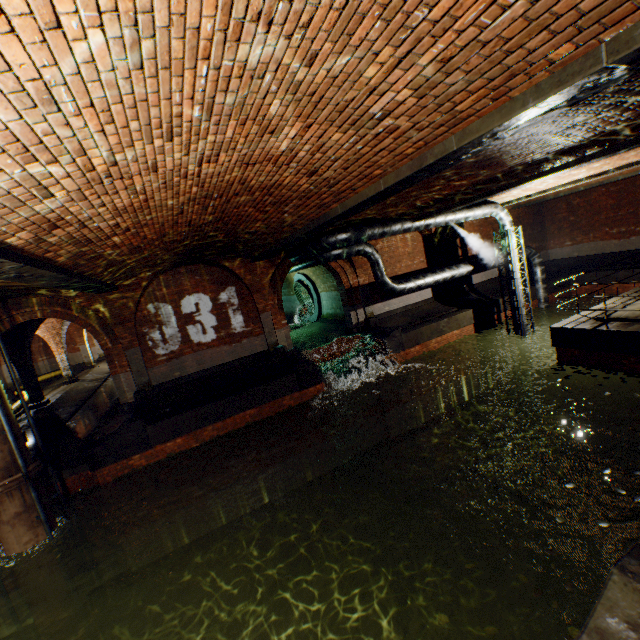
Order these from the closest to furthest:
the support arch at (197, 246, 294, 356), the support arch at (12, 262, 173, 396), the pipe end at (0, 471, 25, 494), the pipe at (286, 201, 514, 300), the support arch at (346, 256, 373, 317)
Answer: the pipe end at (0, 471, 25, 494)
the support arch at (12, 262, 173, 396)
the pipe at (286, 201, 514, 300)
the support arch at (197, 246, 294, 356)
the support arch at (346, 256, 373, 317)

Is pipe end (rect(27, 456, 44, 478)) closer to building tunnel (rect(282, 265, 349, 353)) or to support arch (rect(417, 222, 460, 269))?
Result: building tunnel (rect(282, 265, 349, 353))

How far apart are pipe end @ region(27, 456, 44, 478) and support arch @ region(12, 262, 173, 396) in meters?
3.7 m

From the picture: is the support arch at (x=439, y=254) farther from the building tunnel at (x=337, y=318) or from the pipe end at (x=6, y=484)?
the pipe end at (x=6, y=484)

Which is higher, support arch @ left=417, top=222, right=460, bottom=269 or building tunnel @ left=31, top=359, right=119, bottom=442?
support arch @ left=417, top=222, right=460, bottom=269

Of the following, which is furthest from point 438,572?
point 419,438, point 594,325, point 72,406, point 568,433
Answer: point 72,406

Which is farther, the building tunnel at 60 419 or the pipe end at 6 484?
the building tunnel at 60 419

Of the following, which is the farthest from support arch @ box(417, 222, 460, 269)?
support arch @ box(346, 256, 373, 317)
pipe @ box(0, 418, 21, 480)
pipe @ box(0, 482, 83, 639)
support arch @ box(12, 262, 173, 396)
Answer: pipe @ box(0, 482, 83, 639)
